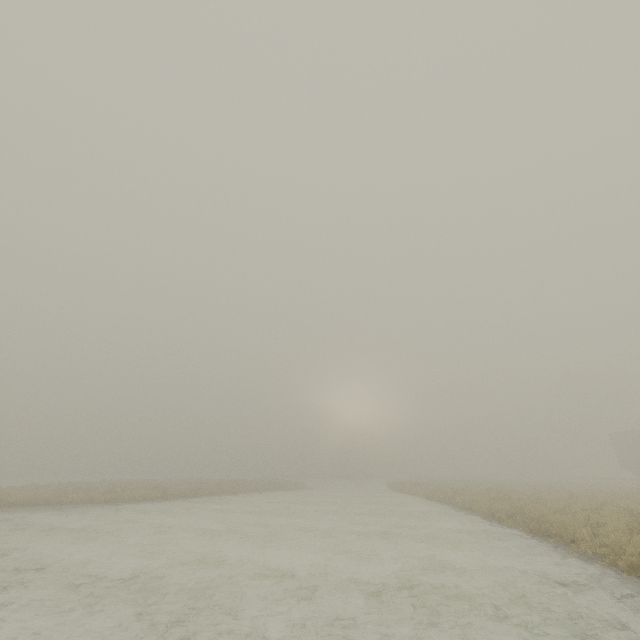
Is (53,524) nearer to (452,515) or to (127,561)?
(127,561)
